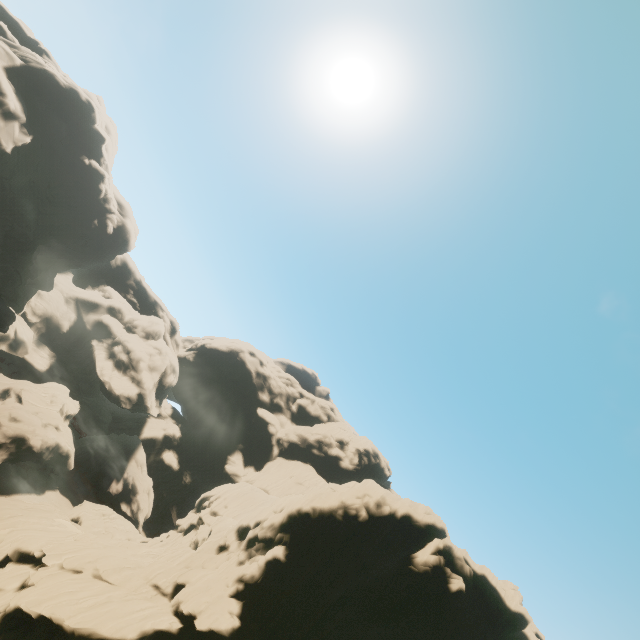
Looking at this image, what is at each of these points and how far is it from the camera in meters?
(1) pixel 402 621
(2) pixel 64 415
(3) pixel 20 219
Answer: (1) rock, 25.4 m
(2) rock, 57.0 m
(3) rock, 49.8 m

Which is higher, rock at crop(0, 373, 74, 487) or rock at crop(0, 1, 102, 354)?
rock at crop(0, 1, 102, 354)

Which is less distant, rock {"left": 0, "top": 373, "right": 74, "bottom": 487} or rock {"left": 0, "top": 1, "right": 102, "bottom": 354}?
rock {"left": 0, "top": 1, "right": 102, "bottom": 354}

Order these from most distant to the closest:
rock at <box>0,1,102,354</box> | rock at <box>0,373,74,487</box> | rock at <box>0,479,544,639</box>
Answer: rock at <box>0,373,74,487</box>, rock at <box>0,1,102,354</box>, rock at <box>0,479,544,639</box>

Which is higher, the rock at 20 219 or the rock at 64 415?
the rock at 20 219

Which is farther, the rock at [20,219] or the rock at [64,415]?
the rock at [64,415]
